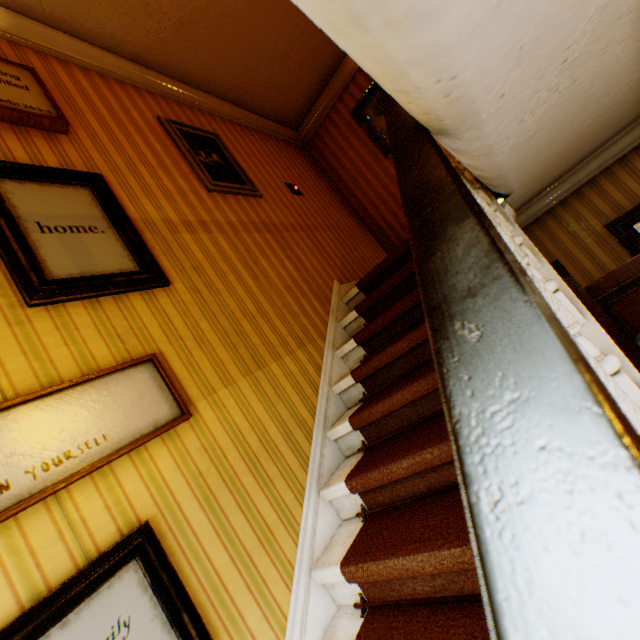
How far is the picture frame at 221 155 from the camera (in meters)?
3.18

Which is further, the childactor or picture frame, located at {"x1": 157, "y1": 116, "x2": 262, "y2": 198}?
picture frame, located at {"x1": 157, "y1": 116, "x2": 262, "y2": 198}

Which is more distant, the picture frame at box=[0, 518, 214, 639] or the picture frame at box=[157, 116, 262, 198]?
the picture frame at box=[157, 116, 262, 198]

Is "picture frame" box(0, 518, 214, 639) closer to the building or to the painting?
the building

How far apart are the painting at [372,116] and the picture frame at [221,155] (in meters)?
2.40

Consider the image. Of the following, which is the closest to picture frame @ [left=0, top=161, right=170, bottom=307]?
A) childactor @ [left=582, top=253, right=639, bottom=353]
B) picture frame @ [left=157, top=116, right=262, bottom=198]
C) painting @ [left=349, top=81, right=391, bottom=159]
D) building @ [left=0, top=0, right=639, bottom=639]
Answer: building @ [left=0, top=0, right=639, bottom=639]

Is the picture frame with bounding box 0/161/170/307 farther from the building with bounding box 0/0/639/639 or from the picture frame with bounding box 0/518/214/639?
the picture frame with bounding box 0/518/214/639

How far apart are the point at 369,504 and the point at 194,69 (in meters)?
4.81
